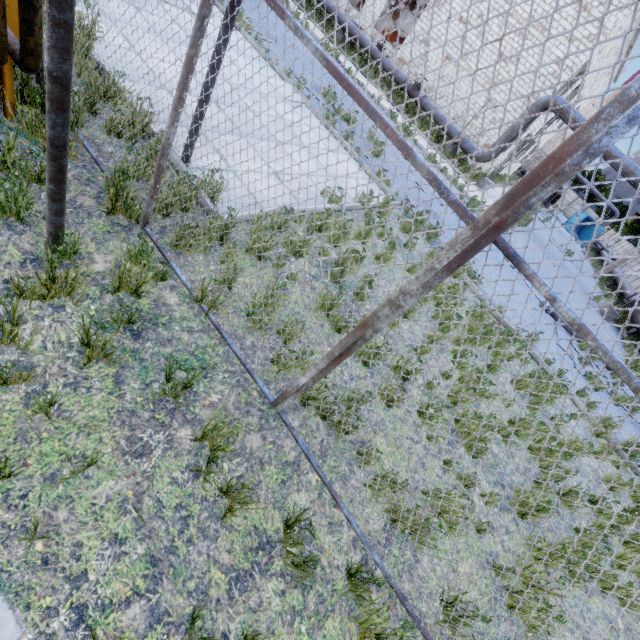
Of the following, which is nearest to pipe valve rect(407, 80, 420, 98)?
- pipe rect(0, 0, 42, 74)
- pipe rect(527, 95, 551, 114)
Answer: pipe rect(527, 95, 551, 114)

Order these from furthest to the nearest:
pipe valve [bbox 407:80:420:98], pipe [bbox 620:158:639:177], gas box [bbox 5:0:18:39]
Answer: pipe valve [bbox 407:80:420:98] → pipe [bbox 620:158:639:177] → gas box [bbox 5:0:18:39]

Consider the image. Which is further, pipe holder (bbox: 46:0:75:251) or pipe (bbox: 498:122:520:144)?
pipe (bbox: 498:122:520:144)

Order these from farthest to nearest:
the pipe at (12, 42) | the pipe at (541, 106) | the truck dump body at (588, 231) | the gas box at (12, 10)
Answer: the truck dump body at (588, 231) → the pipe at (541, 106) → the gas box at (12, 10) → the pipe at (12, 42)

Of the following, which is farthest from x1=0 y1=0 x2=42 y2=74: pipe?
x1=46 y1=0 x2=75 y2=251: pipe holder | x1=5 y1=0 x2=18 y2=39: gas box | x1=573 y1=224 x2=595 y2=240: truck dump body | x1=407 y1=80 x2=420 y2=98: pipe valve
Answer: x1=573 y1=224 x2=595 y2=240: truck dump body

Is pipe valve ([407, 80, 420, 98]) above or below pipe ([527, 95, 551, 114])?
below

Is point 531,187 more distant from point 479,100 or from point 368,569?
point 479,100

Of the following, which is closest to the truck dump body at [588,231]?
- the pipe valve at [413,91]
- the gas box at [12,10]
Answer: the pipe valve at [413,91]
